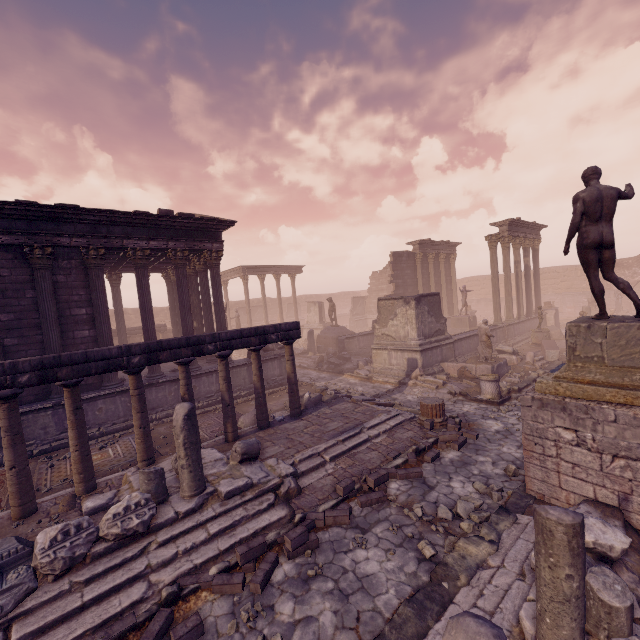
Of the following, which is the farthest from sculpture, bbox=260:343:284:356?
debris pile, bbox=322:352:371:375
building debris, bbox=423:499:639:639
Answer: building debris, bbox=423:499:639:639

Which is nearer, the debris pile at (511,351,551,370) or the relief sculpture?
the debris pile at (511,351,551,370)

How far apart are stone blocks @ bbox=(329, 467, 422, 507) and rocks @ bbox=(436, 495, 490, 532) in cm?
46

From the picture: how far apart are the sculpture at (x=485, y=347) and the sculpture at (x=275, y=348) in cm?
876

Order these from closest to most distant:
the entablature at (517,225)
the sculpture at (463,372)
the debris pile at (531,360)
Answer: the sculpture at (463,372) < the debris pile at (531,360) < the entablature at (517,225)

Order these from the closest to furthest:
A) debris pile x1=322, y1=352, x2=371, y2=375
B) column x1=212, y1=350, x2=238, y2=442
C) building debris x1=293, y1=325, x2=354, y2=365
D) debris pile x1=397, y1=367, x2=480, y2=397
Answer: column x1=212, y1=350, x2=238, y2=442 < debris pile x1=397, y1=367, x2=480, y2=397 < debris pile x1=322, y1=352, x2=371, y2=375 < building debris x1=293, y1=325, x2=354, y2=365

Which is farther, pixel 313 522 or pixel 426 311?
pixel 426 311

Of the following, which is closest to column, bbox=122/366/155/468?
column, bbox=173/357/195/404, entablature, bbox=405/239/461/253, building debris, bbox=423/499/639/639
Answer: column, bbox=173/357/195/404
